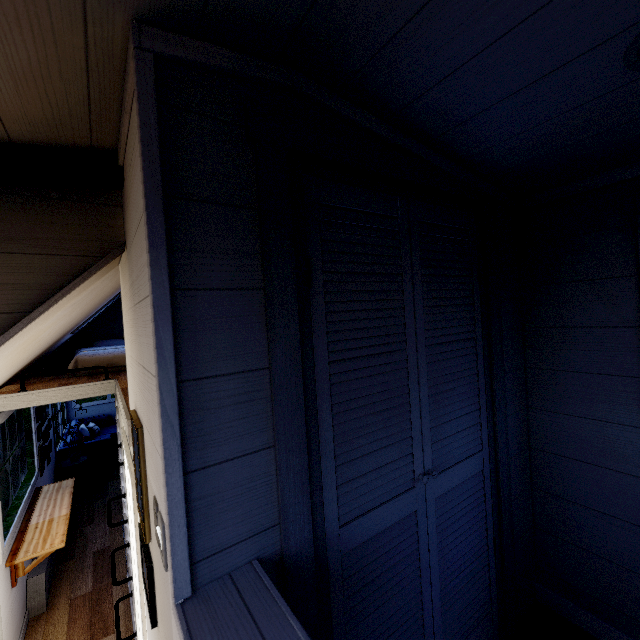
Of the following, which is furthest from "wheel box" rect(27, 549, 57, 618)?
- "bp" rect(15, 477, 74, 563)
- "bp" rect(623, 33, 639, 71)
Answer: "bp" rect(623, 33, 639, 71)

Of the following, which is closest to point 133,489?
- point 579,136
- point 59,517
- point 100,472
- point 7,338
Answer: point 7,338

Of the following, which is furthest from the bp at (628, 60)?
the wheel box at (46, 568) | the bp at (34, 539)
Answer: the wheel box at (46, 568)

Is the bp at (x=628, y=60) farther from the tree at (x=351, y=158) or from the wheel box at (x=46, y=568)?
the wheel box at (x=46, y=568)

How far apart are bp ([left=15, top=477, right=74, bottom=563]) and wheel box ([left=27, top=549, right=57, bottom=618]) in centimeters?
63cm

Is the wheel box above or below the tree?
below

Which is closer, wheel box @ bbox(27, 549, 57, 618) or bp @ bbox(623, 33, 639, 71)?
bp @ bbox(623, 33, 639, 71)

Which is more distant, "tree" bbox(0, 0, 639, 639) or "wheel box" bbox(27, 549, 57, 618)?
"wheel box" bbox(27, 549, 57, 618)
